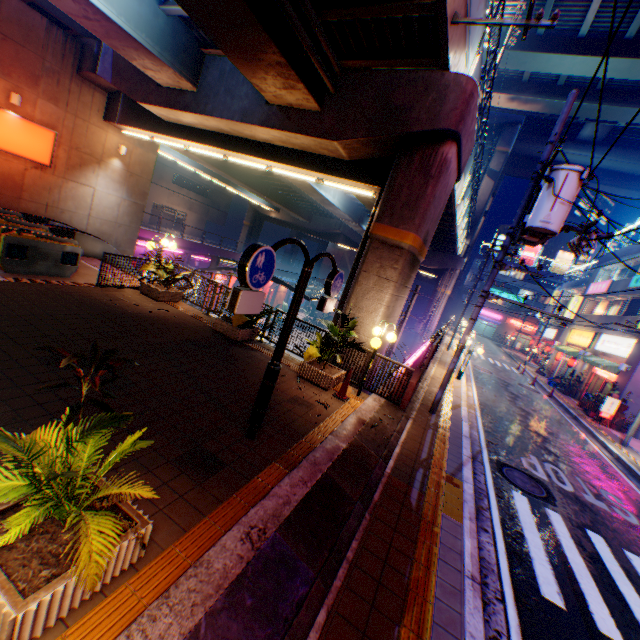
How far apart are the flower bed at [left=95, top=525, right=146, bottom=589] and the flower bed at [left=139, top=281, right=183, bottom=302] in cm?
868

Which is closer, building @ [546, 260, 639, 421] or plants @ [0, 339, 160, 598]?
plants @ [0, 339, 160, 598]

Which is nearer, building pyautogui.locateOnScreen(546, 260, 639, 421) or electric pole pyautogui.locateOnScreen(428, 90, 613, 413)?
electric pole pyautogui.locateOnScreen(428, 90, 613, 413)

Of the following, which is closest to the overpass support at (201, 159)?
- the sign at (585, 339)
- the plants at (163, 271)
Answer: the plants at (163, 271)

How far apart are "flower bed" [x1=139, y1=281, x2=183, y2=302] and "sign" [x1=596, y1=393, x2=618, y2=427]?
22.4m

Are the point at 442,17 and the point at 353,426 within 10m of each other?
yes

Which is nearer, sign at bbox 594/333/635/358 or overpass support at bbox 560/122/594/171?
sign at bbox 594/333/635/358

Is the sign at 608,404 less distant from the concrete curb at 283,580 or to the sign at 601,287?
the concrete curb at 283,580
